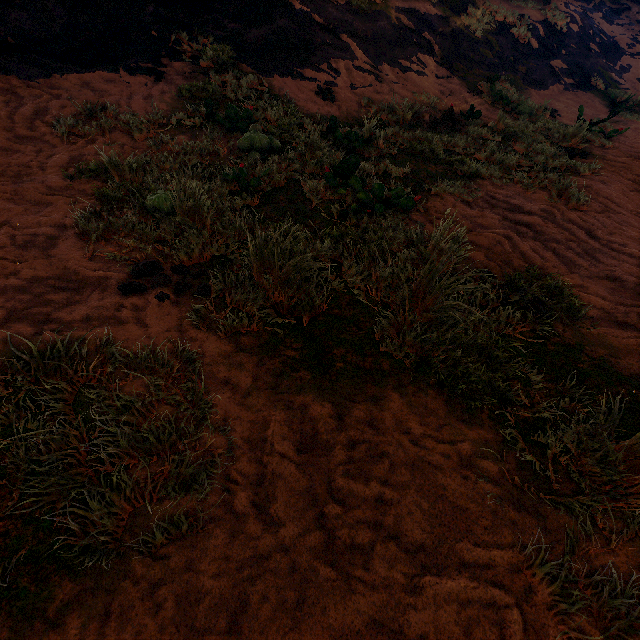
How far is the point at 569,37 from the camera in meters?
11.8 m
